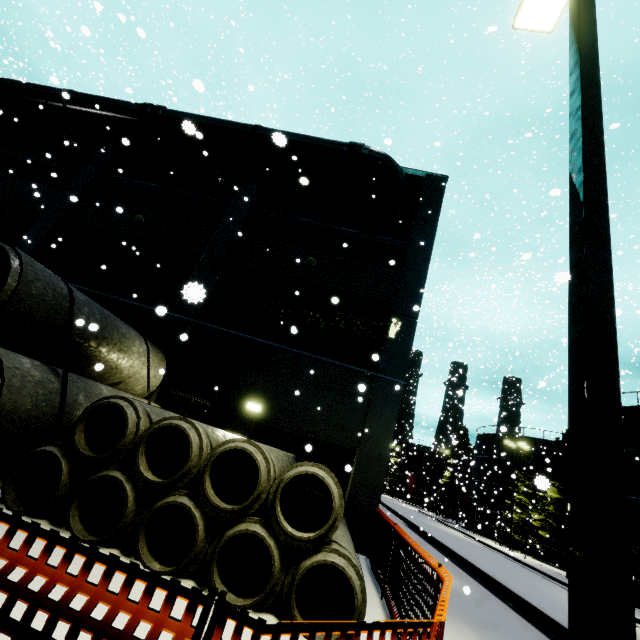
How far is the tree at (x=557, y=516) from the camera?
29.64m

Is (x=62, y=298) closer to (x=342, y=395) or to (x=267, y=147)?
(x=342, y=395)

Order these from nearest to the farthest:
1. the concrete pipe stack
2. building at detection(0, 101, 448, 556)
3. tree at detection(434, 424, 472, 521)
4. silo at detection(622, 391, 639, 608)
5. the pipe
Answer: the concrete pipe stack
building at detection(0, 101, 448, 556)
the pipe
silo at detection(622, 391, 639, 608)
tree at detection(434, 424, 472, 521)

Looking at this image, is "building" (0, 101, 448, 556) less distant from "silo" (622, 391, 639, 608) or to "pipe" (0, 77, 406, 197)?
"pipe" (0, 77, 406, 197)

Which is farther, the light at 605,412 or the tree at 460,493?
the tree at 460,493

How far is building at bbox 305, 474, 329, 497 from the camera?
9.7 meters

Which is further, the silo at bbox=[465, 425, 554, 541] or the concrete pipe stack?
the silo at bbox=[465, 425, 554, 541]

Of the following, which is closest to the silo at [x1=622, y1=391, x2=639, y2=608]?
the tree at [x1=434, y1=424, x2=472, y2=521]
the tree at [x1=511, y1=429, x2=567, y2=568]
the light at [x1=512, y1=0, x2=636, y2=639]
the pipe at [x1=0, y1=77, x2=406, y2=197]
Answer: the tree at [x1=511, y1=429, x2=567, y2=568]
